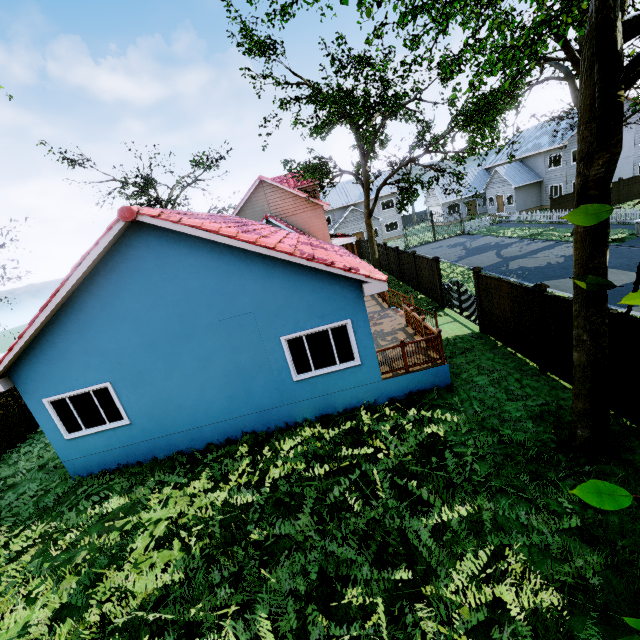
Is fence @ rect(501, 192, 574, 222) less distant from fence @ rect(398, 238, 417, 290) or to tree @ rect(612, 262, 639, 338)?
fence @ rect(398, 238, 417, 290)

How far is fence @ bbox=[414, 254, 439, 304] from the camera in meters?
16.2

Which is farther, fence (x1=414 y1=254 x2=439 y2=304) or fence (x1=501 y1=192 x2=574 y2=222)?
fence (x1=501 y1=192 x2=574 y2=222)

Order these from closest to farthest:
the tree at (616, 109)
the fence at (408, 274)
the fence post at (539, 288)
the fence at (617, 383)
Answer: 1. the tree at (616, 109)
2. the fence at (617, 383)
3. the fence post at (539, 288)
4. the fence at (408, 274)

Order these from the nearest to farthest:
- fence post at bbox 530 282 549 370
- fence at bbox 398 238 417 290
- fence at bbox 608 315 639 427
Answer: fence at bbox 608 315 639 427 → fence post at bbox 530 282 549 370 → fence at bbox 398 238 417 290

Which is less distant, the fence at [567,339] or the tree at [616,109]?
the tree at [616,109]

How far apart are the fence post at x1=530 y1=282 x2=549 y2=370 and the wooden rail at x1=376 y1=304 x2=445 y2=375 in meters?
2.6 m

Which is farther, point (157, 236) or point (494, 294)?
point (494, 294)
